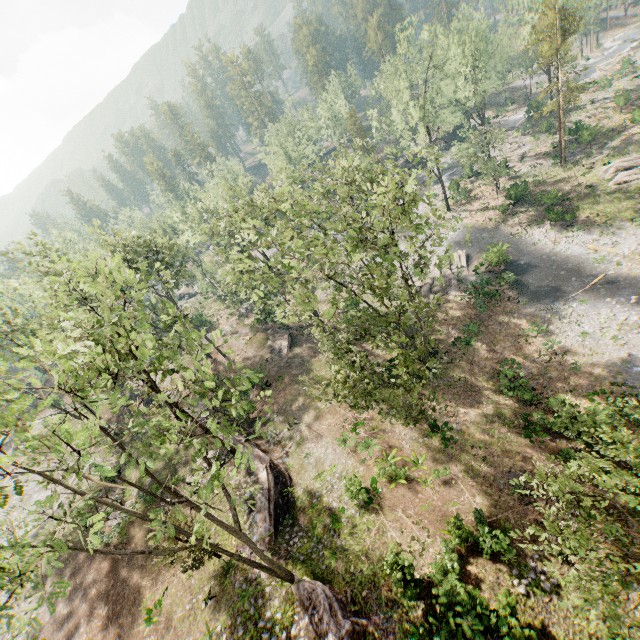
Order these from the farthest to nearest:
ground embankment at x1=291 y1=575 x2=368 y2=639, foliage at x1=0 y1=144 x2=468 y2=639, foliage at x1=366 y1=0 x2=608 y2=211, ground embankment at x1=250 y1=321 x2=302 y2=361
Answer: ground embankment at x1=250 y1=321 x2=302 y2=361 < foliage at x1=366 y1=0 x2=608 y2=211 < ground embankment at x1=291 y1=575 x2=368 y2=639 < foliage at x1=0 y1=144 x2=468 y2=639

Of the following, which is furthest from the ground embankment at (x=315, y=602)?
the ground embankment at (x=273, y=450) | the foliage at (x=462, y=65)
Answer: the ground embankment at (x=273, y=450)

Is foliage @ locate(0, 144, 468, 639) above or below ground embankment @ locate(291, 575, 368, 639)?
above

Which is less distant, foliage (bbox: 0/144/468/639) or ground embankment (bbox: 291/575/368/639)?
foliage (bbox: 0/144/468/639)

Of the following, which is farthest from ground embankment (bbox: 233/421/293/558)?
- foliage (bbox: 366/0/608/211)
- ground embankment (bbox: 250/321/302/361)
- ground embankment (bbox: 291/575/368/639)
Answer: ground embankment (bbox: 250/321/302/361)

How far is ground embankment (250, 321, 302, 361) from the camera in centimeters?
3659cm

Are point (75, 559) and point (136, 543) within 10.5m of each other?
yes

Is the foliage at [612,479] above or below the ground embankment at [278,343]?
above
